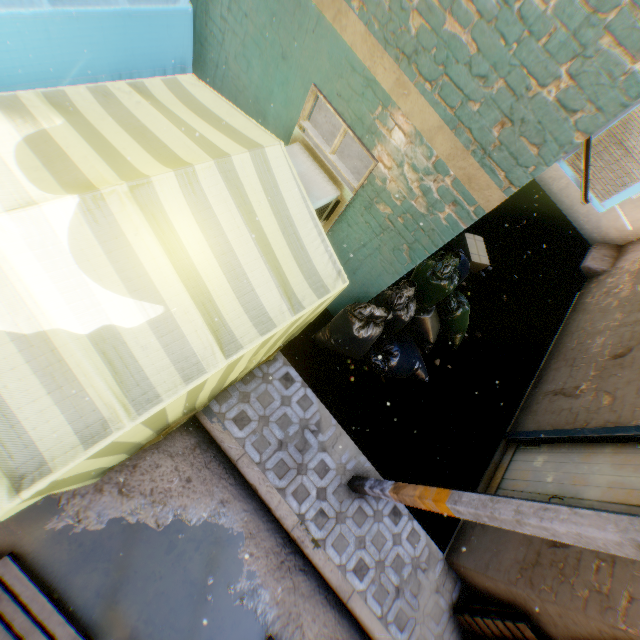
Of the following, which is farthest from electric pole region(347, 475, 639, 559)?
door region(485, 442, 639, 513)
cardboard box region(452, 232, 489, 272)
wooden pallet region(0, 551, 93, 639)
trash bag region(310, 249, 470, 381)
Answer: cardboard box region(452, 232, 489, 272)

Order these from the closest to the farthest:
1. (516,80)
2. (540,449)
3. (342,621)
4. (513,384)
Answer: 1. (516,80)
2. (342,621)
3. (540,449)
4. (513,384)

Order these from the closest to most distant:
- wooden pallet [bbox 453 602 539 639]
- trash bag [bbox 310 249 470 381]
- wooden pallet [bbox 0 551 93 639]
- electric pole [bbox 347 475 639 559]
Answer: electric pole [bbox 347 475 639 559]
wooden pallet [bbox 0 551 93 639]
wooden pallet [bbox 453 602 539 639]
trash bag [bbox 310 249 470 381]

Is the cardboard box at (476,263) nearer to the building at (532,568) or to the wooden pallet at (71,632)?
the building at (532,568)

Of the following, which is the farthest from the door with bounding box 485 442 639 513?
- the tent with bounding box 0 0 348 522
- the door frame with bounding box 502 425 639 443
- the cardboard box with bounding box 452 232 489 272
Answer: the cardboard box with bounding box 452 232 489 272

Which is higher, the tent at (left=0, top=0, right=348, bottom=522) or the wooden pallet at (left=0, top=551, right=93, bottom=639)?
the tent at (left=0, top=0, right=348, bottom=522)

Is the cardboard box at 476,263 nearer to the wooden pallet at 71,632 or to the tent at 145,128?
the tent at 145,128

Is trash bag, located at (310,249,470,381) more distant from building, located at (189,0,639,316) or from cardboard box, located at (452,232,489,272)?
cardboard box, located at (452,232,489,272)
